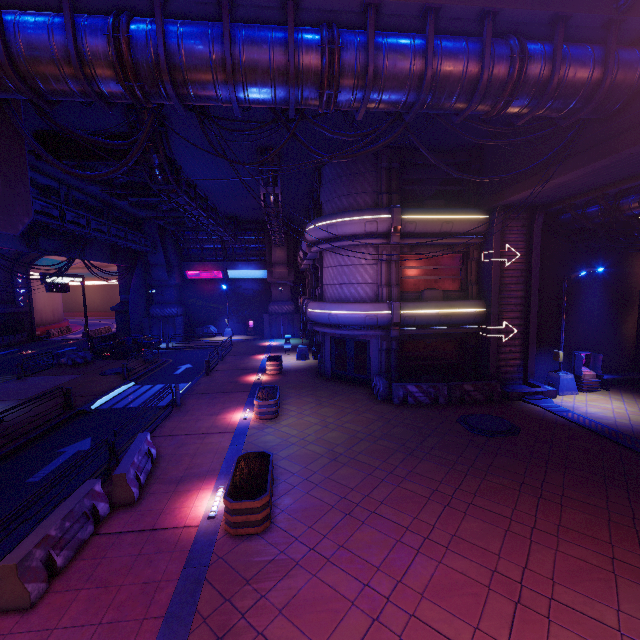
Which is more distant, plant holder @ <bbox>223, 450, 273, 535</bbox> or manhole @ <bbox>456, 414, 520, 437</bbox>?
manhole @ <bbox>456, 414, 520, 437</bbox>

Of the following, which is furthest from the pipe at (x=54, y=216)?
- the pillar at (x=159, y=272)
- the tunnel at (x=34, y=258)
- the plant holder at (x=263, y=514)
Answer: the plant holder at (x=263, y=514)

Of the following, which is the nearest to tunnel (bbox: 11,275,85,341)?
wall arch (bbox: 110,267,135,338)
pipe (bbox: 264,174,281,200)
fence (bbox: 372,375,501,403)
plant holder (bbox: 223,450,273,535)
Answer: wall arch (bbox: 110,267,135,338)

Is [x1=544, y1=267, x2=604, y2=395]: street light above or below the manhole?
above

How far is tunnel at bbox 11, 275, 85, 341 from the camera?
38.9m

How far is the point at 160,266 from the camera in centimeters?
3388cm

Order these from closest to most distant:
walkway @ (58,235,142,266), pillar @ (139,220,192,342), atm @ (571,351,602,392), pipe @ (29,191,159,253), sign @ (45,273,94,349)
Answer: atm @ (571,351,602,392) → pipe @ (29,191,159,253) → walkway @ (58,235,142,266) → sign @ (45,273,94,349) → pillar @ (139,220,192,342)

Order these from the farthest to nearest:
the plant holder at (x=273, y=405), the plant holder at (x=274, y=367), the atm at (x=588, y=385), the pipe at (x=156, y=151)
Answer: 1. the plant holder at (x=274, y=367)
2. the atm at (x=588, y=385)
3. the plant holder at (x=273, y=405)
4. the pipe at (x=156, y=151)
